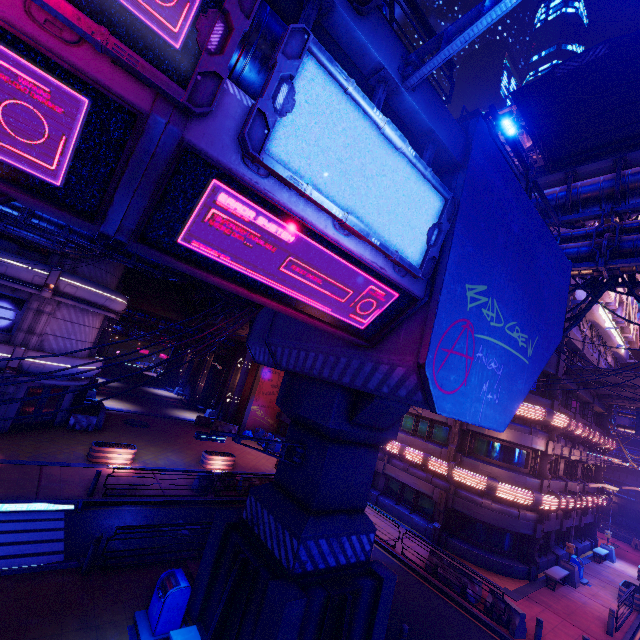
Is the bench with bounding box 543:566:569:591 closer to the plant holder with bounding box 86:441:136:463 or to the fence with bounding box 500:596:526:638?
the fence with bounding box 500:596:526:638

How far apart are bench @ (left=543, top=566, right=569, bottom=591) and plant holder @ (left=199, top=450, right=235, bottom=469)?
19.2 meters

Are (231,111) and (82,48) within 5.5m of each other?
yes

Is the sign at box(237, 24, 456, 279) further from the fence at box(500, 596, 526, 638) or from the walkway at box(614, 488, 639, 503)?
the walkway at box(614, 488, 639, 503)

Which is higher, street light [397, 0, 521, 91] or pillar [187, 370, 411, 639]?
street light [397, 0, 521, 91]

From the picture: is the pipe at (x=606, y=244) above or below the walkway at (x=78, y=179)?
above

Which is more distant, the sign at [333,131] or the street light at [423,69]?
the street light at [423,69]

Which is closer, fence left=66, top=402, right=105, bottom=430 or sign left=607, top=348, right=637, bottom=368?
fence left=66, top=402, right=105, bottom=430
